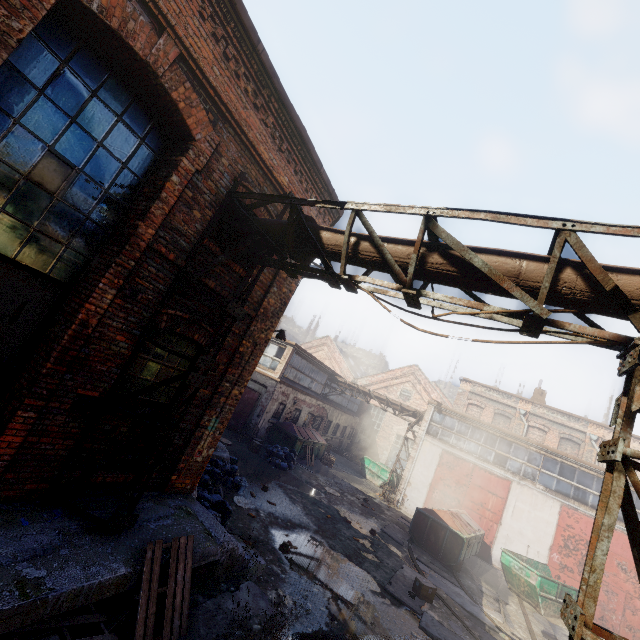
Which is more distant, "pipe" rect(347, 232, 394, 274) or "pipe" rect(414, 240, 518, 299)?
"pipe" rect(347, 232, 394, 274)

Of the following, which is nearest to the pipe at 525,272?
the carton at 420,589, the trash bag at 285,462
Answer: the carton at 420,589

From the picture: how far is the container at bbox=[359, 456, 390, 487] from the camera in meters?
23.4 m

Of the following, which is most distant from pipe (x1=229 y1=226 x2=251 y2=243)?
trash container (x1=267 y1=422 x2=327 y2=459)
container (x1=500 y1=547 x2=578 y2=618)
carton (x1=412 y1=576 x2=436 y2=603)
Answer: trash container (x1=267 y1=422 x2=327 y2=459)

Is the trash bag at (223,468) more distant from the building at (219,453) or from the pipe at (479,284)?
the pipe at (479,284)

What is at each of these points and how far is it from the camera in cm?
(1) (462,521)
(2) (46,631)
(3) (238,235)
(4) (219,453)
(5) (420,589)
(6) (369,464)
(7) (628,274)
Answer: (1) trash container, 1504
(2) pallet, 345
(3) pipe, 584
(4) building, 1122
(5) carton, 907
(6) container, 2488
(7) pipe, 306

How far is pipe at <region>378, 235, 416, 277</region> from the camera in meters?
4.2

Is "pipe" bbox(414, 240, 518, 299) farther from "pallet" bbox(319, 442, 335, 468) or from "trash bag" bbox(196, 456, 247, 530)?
"pallet" bbox(319, 442, 335, 468)
